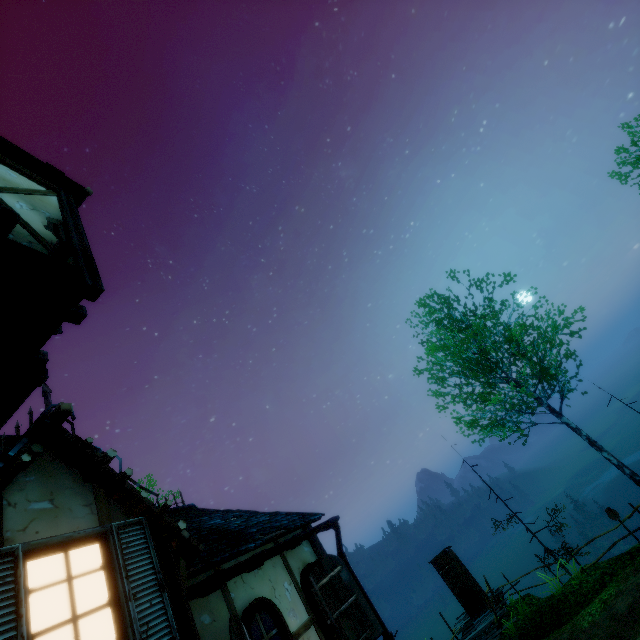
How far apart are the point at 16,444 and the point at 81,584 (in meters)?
1.61

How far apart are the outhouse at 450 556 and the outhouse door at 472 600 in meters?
0.0

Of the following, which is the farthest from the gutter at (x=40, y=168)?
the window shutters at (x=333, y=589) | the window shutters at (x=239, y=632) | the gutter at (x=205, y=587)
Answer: the window shutters at (x=333, y=589)

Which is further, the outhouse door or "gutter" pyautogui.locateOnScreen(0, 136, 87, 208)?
the outhouse door

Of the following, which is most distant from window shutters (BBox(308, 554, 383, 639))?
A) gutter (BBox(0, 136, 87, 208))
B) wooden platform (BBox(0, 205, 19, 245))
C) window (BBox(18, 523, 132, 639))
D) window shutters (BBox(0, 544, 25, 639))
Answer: gutter (BBox(0, 136, 87, 208))

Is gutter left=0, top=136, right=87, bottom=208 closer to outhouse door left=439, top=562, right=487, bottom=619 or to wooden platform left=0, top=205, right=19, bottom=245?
wooden platform left=0, top=205, right=19, bottom=245

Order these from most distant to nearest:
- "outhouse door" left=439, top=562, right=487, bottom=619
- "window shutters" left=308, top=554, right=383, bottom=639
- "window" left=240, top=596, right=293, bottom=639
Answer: "outhouse door" left=439, top=562, right=487, bottom=619, "window shutters" left=308, top=554, right=383, bottom=639, "window" left=240, top=596, right=293, bottom=639

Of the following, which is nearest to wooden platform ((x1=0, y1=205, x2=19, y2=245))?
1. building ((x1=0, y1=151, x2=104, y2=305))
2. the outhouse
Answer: building ((x1=0, y1=151, x2=104, y2=305))
